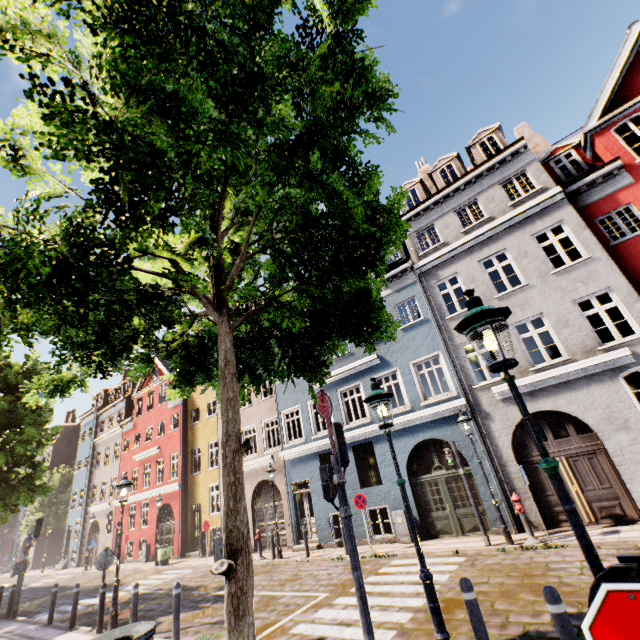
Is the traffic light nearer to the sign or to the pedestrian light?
the pedestrian light

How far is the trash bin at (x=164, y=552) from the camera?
18.9m

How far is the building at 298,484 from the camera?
15.16m

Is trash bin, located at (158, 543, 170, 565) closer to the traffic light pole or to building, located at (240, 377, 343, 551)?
building, located at (240, 377, 343, 551)

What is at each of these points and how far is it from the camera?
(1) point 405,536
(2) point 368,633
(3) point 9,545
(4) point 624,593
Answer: (1) electrical box, 12.0m
(2) traffic light pole, 4.7m
(3) building, 49.5m
(4) sign, 1.3m

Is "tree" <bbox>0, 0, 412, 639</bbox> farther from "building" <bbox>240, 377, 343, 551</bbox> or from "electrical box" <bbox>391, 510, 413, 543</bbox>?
"electrical box" <bbox>391, 510, 413, 543</bbox>

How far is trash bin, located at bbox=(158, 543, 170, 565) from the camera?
18.9m

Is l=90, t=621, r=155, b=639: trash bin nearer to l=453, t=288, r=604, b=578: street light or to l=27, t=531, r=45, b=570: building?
l=453, t=288, r=604, b=578: street light
